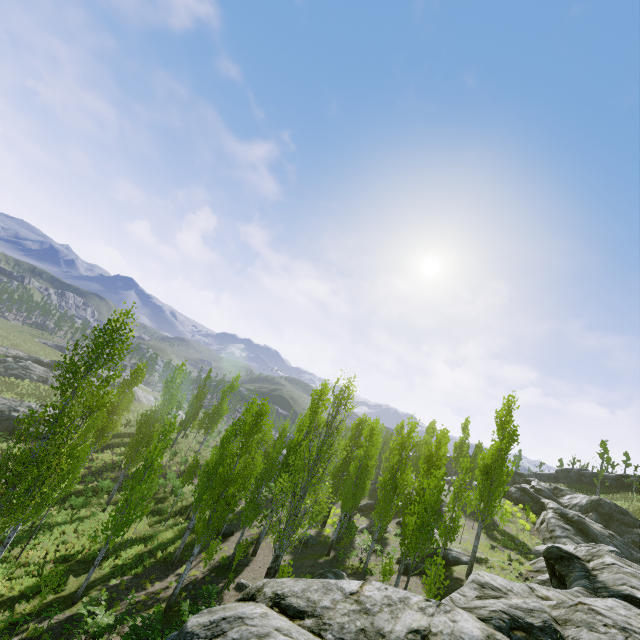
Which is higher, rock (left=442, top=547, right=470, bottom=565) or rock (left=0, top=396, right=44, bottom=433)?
rock (left=442, top=547, right=470, bottom=565)

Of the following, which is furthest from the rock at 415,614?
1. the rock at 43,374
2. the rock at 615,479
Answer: the rock at 43,374

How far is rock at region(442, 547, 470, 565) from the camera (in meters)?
20.29

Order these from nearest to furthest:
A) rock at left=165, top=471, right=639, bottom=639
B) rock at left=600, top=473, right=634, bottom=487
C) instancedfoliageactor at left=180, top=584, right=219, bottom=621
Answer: rock at left=165, top=471, right=639, bottom=639, instancedfoliageactor at left=180, top=584, right=219, bottom=621, rock at left=600, top=473, right=634, bottom=487

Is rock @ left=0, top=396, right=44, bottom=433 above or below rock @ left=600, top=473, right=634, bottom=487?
below

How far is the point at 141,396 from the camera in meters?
58.9

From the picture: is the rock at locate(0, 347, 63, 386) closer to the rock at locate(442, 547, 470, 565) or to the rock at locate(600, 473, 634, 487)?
the rock at locate(442, 547, 470, 565)

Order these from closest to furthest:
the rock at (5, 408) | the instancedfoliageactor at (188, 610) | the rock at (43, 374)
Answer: the instancedfoliageactor at (188, 610) < the rock at (5, 408) < the rock at (43, 374)
